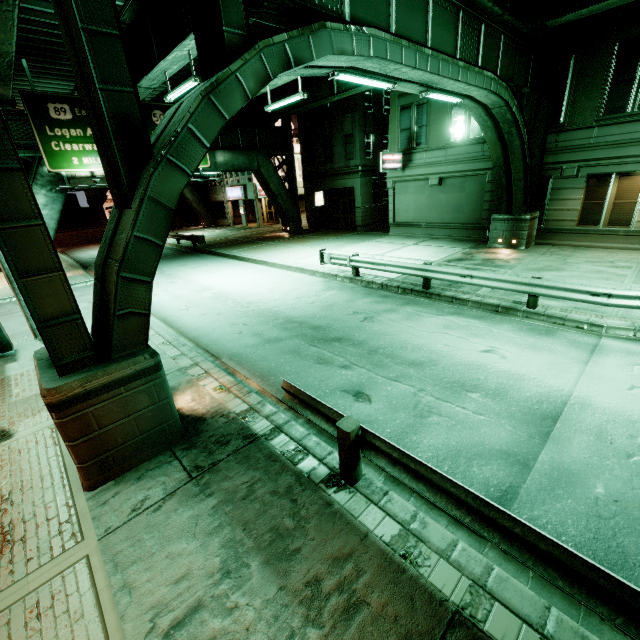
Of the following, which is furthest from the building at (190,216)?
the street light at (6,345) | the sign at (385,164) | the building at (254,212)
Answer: the street light at (6,345)

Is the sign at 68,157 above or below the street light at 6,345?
above

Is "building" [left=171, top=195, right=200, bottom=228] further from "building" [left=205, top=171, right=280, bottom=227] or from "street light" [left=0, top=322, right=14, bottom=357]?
"street light" [left=0, top=322, right=14, bottom=357]

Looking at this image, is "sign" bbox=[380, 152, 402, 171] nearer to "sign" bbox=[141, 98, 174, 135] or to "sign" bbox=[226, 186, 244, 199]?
"sign" bbox=[141, 98, 174, 135]

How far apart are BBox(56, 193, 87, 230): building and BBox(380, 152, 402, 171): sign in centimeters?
6092cm

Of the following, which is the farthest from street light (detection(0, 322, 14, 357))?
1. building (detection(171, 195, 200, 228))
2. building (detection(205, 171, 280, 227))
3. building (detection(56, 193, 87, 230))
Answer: building (detection(56, 193, 87, 230))

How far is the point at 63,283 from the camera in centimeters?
423cm

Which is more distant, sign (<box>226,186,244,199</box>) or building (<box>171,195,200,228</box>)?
building (<box>171,195,200,228</box>)
